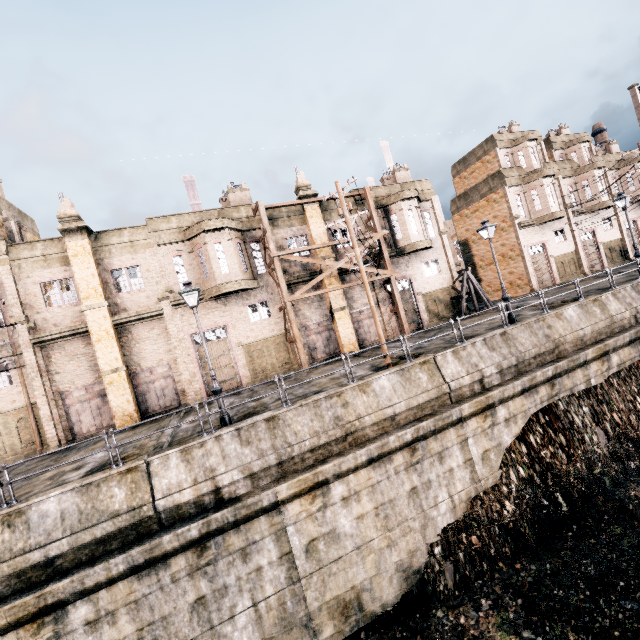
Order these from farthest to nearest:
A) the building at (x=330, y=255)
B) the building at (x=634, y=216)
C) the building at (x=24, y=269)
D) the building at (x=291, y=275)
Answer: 1. the building at (x=634, y=216)
2. the building at (x=330, y=255)
3. the building at (x=291, y=275)
4. the building at (x=24, y=269)

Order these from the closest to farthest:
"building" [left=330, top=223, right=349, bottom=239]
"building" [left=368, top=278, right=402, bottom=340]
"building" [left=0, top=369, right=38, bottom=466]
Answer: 1. "building" [left=0, top=369, right=38, bottom=466]
2. "building" [left=330, top=223, right=349, bottom=239]
3. "building" [left=368, top=278, right=402, bottom=340]

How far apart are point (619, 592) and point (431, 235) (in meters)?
24.07

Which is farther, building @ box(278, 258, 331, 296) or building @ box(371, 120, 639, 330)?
building @ box(371, 120, 639, 330)

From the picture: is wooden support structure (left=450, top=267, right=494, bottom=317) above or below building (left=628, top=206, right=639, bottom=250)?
below

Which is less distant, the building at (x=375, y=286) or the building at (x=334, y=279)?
the building at (x=334, y=279)

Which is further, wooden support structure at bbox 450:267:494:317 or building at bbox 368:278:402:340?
wooden support structure at bbox 450:267:494:317
